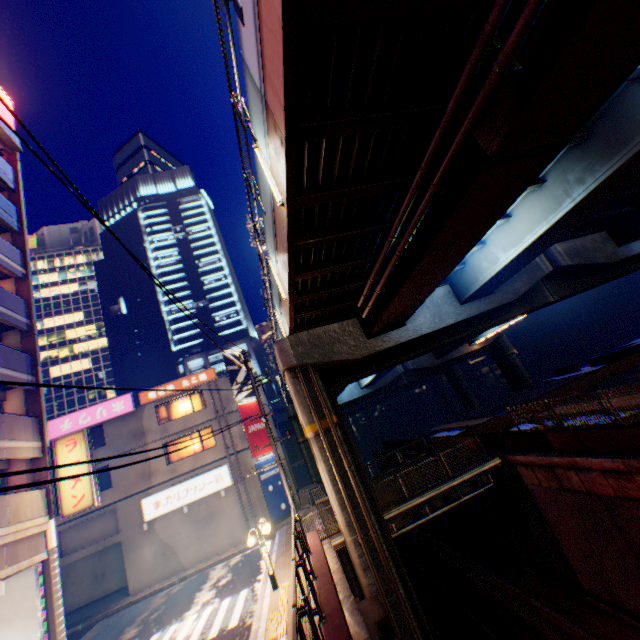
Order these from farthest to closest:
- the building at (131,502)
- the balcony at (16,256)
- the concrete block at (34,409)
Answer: the building at (131,502) < the balcony at (16,256) < the concrete block at (34,409)

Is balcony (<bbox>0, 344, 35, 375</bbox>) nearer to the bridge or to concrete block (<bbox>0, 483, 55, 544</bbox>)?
concrete block (<bbox>0, 483, 55, 544</bbox>)

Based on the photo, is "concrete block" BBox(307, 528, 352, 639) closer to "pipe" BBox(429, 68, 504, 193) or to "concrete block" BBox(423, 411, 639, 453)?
"pipe" BBox(429, 68, 504, 193)

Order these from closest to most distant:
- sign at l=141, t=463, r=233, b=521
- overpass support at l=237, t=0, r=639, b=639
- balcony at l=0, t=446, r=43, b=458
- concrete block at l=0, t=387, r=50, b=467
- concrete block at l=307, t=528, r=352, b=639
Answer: overpass support at l=237, t=0, r=639, b=639
concrete block at l=307, t=528, r=352, b=639
balcony at l=0, t=446, r=43, b=458
concrete block at l=0, t=387, r=50, b=467
sign at l=141, t=463, r=233, b=521

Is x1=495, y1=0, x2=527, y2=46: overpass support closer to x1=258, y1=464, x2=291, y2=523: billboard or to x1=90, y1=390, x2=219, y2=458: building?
x1=90, y1=390, x2=219, y2=458: building

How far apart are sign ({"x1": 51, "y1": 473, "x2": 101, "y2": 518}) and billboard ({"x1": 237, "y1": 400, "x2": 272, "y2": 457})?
11.63m

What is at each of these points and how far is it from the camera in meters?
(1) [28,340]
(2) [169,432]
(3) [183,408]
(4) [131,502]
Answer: (1) concrete block, 16.2 m
(2) building, 24.5 m
(3) window glass, 25.7 m
(4) building, 22.6 m

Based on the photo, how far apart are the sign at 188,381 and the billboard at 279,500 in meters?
7.1 m
